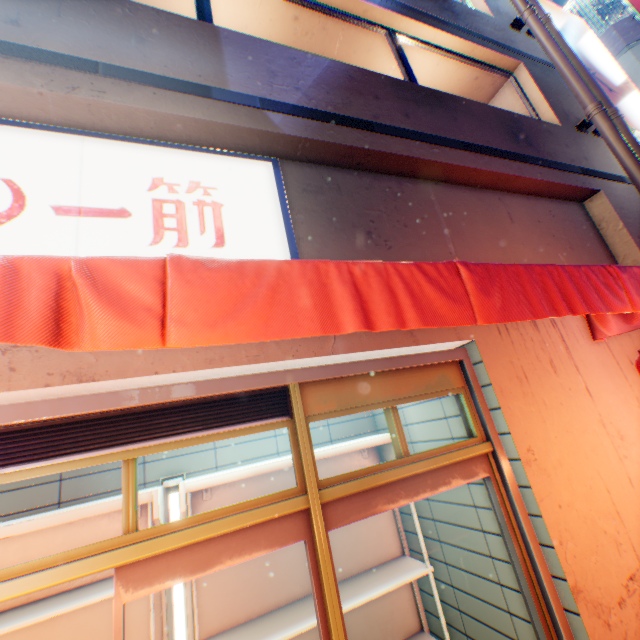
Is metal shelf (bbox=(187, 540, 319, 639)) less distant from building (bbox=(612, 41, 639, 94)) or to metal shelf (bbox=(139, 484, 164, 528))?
metal shelf (bbox=(139, 484, 164, 528))

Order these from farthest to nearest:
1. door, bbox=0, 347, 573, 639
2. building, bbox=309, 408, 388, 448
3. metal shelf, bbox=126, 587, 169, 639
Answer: building, bbox=309, 408, 388, 448 → metal shelf, bbox=126, 587, 169, 639 → door, bbox=0, 347, 573, 639

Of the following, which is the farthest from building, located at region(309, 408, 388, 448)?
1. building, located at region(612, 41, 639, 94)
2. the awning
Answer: building, located at region(612, 41, 639, 94)

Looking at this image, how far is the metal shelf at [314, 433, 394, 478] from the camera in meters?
3.3

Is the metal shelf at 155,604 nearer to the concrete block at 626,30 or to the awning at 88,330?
the awning at 88,330

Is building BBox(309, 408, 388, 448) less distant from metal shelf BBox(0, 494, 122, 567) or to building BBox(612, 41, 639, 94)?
metal shelf BBox(0, 494, 122, 567)

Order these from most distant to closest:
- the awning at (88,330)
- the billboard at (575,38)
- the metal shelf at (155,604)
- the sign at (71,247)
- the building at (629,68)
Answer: the building at (629,68) < the billboard at (575,38) < the metal shelf at (155,604) < the sign at (71,247) < the awning at (88,330)

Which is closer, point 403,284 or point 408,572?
point 403,284
